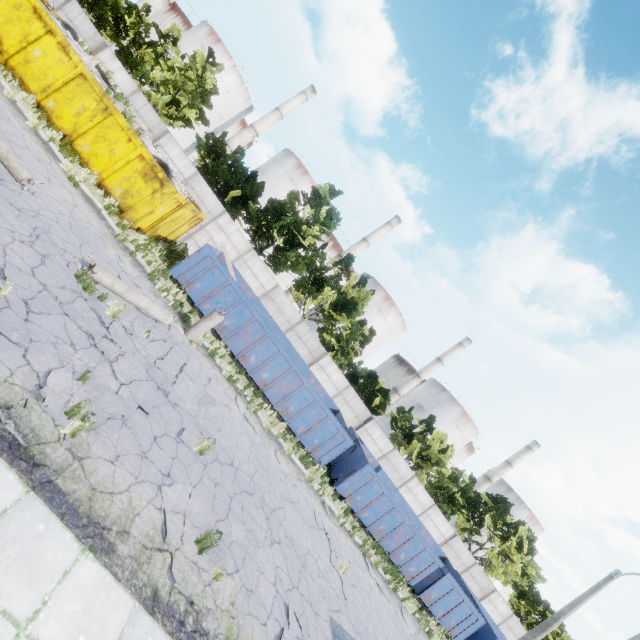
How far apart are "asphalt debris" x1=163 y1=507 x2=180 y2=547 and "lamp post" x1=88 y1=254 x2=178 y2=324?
5.41m

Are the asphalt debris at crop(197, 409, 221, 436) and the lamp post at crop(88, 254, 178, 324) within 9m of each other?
yes

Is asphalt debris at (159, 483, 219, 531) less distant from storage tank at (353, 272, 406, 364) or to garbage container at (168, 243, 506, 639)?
garbage container at (168, 243, 506, 639)

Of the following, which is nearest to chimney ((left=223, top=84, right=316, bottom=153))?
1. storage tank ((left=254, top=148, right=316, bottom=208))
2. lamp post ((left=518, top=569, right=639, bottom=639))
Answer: storage tank ((left=254, top=148, right=316, bottom=208))

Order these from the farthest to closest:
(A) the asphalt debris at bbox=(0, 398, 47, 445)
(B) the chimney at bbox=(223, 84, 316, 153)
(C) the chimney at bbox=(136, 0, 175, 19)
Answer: (B) the chimney at bbox=(223, 84, 316, 153)
(C) the chimney at bbox=(136, 0, 175, 19)
(A) the asphalt debris at bbox=(0, 398, 47, 445)

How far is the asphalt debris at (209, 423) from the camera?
8.49m

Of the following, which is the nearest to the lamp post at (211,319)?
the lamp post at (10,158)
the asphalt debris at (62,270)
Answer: the asphalt debris at (62,270)

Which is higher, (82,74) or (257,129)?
(257,129)
